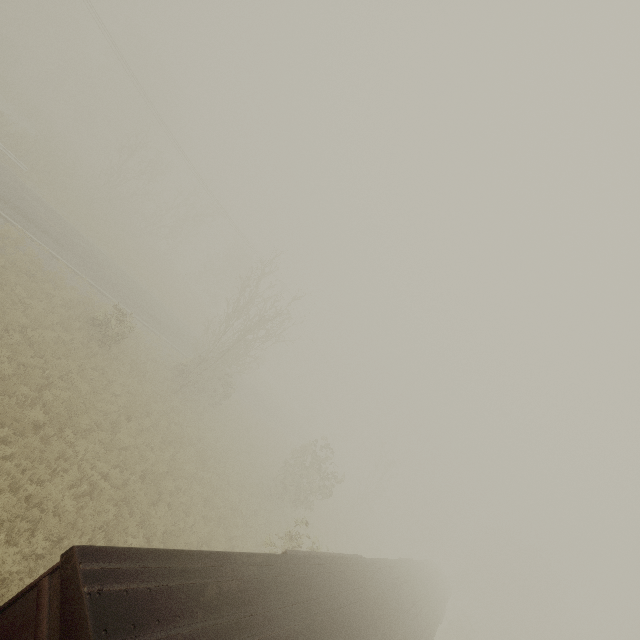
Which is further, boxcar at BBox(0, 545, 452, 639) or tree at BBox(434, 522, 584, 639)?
tree at BBox(434, 522, 584, 639)

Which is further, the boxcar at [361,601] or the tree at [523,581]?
the tree at [523,581]

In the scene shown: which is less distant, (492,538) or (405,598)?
(405,598)
